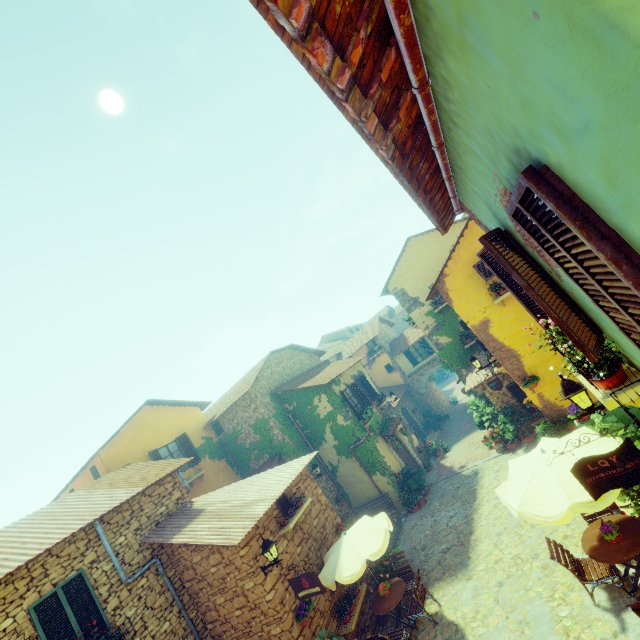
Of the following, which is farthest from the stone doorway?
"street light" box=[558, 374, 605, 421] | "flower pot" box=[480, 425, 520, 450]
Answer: "street light" box=[558, 374, 605, 421]

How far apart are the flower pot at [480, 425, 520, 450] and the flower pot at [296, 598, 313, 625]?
10.7 meters

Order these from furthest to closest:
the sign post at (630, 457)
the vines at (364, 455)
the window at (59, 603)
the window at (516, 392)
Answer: the vines at (364, 455), the window at (516, 392), the window at (59, 603), the sign post at (630, 457)

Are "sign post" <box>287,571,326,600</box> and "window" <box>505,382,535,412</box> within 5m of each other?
no

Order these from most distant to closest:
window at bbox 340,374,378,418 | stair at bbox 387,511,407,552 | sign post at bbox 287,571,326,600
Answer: window at bbox 340,374,378,418
stair at bbox 387,511,407,552
sign post at bbox 287,571,326,600

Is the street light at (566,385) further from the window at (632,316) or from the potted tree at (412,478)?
the potted tree at (412,478)

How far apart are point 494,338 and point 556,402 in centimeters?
281cm

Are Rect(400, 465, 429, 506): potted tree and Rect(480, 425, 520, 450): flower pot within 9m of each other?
yes
